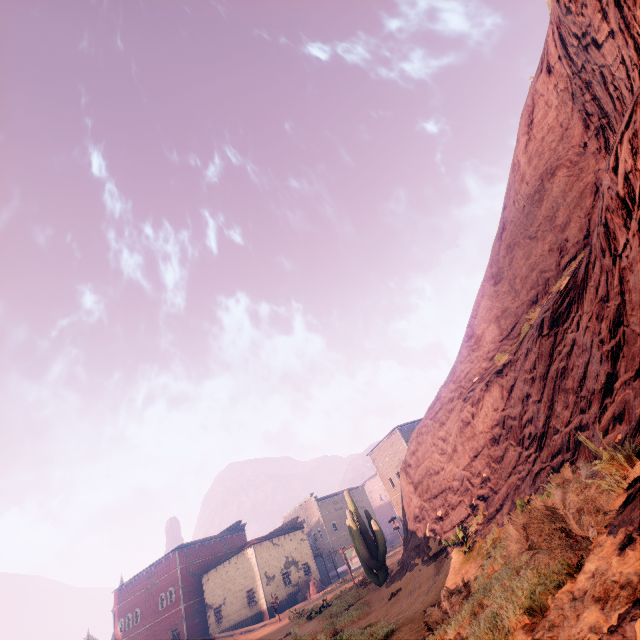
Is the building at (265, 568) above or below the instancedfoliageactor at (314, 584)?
above

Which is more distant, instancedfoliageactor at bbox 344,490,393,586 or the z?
instancedfoliageactor at bbox 344,490,393,586

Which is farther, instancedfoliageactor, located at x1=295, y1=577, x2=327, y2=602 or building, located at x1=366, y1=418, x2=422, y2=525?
building, located at x1=366, y1=418, x2=422, y2=525

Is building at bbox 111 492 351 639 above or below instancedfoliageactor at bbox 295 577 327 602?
above

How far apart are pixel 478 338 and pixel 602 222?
10.75m

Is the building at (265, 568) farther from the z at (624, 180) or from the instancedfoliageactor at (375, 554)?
the instancedfoliageactor at (375, 554)

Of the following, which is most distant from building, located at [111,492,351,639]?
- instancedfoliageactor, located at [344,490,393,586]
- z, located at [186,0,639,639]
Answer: instancedfoliageactor, located at [344,490,393,586]

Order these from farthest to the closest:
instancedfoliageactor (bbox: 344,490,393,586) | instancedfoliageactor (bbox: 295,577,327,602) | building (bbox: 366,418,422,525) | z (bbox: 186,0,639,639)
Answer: building (bbox: 366,418,422,525) → instancedfoliageactor (bbox: 295,577,327,602) → instancedfoliageactor (bbox: 344,490,393,586) → z (bbox: 186,0,639,639)
